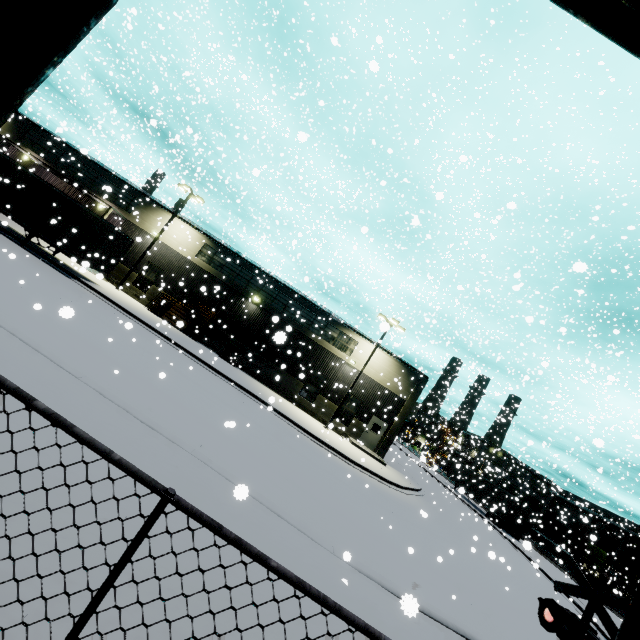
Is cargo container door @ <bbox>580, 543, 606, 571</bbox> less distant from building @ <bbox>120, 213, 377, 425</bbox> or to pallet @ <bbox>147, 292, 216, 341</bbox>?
building @ <bbox>120, 213, 377, 425</bbox>

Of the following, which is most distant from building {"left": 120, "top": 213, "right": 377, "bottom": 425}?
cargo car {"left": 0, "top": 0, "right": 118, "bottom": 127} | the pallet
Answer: cargo car {"left": 0, "top": 0, "right": 118, "bottom": 127}

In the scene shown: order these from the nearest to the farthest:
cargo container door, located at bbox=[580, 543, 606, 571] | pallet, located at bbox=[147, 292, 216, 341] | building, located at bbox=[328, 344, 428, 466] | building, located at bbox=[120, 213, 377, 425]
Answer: pallet, located at bbox=[147, 292, 216, 341]
building, located at bbox=[328, 344, 428, 466]
building, located at bbox=[120, 213, 377, 425]
cargo container door, located at bbox=[580, 543, 606, 571]

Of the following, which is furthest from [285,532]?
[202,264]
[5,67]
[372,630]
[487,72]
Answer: [487,72]

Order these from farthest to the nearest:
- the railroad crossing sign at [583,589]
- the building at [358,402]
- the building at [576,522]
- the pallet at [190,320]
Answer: the building at [576,522]
the building at [358,402]
the pallet at [190,320]
the railroad crossing sign at [583,589]

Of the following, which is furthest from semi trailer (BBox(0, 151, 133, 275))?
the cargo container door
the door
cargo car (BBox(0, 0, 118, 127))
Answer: the door

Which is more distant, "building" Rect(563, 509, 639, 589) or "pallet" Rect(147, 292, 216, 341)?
"building" Rect(563, 509, 639, 589)

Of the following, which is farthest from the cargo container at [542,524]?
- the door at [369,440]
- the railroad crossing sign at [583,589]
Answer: the railroad crossing sign at [583,589]
